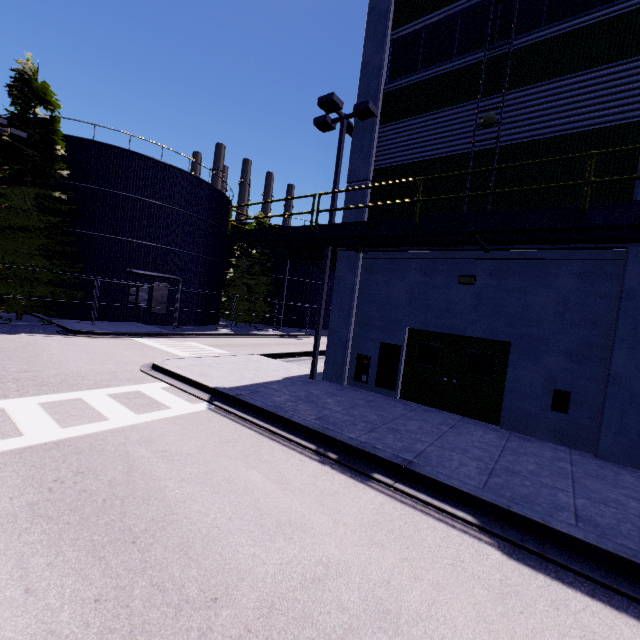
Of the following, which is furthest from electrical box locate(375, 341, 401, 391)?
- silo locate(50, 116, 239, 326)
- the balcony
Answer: silo locate(50, 116, 239, 326)

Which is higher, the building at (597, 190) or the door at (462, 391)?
the building at (597, 190)

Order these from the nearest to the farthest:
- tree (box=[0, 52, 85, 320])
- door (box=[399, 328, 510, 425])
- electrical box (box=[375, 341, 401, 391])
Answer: door (box=[399, 328, 510, 425]), electrical box (box=[375, 341, 401, 391]), tree (box=[0, 52, 85, 320])

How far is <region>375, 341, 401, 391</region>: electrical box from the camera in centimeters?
1066cm

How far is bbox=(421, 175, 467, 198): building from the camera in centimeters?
970cm

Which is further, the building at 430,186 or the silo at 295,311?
the silo at 295,311

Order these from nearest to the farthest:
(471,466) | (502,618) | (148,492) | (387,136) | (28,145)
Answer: (502,618), (148,492), (471,466), (387,136), (28,145)

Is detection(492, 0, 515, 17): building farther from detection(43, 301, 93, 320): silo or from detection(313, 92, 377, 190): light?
detection(43, 301, 93, 320): silo
